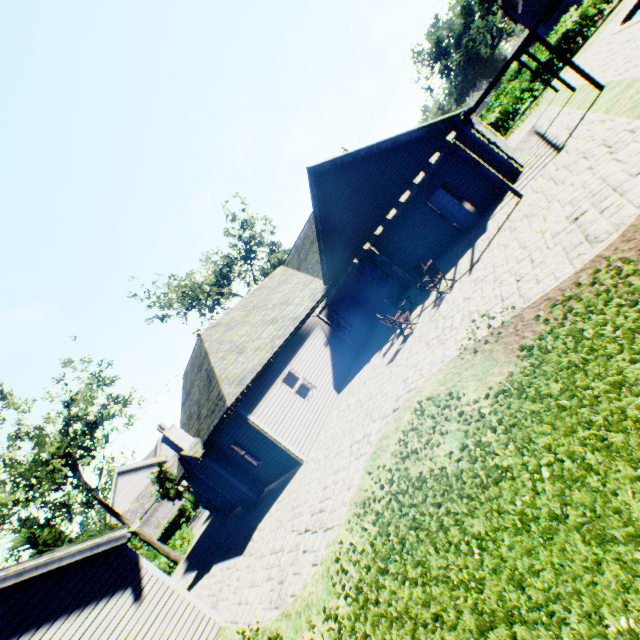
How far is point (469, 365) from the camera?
6.2m

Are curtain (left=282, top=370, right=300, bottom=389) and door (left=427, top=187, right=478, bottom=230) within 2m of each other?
no

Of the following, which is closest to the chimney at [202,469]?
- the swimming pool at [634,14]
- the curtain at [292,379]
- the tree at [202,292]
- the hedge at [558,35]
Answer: the curtain at [292,379]

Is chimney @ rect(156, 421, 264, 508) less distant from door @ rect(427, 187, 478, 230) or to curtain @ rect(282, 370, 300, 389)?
curtain @ rect(282, 370, 300, 389)

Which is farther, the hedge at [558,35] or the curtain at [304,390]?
the hedge at [558,35]

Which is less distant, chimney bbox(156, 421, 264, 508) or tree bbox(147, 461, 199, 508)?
chimney bbox(156, 421, 264, 508)

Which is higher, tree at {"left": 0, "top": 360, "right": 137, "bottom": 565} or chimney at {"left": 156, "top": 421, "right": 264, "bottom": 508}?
tree at {"left": 0, "top": 360, "right": 137, "bottom": 565}

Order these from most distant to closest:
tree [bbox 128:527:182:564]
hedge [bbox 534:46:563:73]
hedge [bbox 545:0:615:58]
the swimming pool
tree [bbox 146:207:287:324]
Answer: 1. tree [bbox 146:207:287:324]
2. hedge [bbox 534:46:563:73]
3. tree [bbox 128:527:182:564]
4. hedge [bbox 545:0:615:58]
5. the swimming pool
